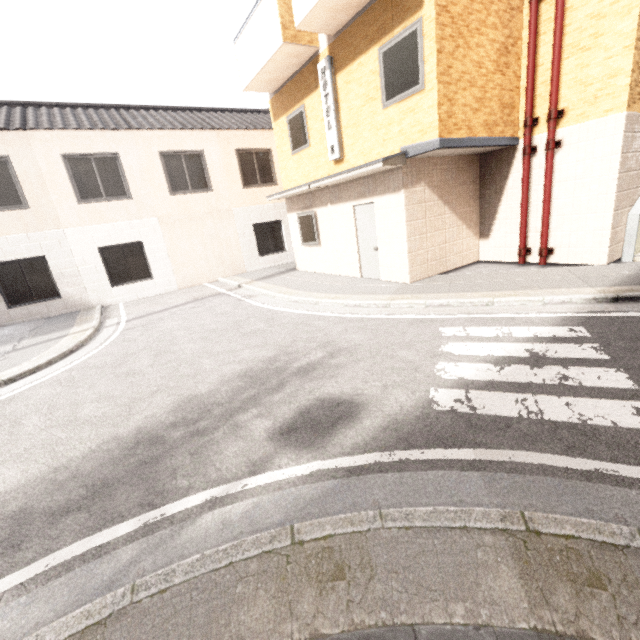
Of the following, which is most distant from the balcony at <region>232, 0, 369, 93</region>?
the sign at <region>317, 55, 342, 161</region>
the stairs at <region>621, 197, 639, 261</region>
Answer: the stairs at <region>621, 197, 639, 261</region>

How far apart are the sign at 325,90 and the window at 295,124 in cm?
107

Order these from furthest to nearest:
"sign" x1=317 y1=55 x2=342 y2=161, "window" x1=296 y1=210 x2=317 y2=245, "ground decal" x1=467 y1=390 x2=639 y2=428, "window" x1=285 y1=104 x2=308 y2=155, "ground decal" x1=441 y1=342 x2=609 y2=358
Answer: "window" x1=296 y1=210 x2=317 y2=245
"window" x1=285 y1=104 x2=308 y2=155
"sign" x1=317 y1=55 x2=342 y2=161
"ground decal" x1=441 y1=342 x2=609 y2=358
"ground decal" x1=467 y1=390 x2=639 y2=428

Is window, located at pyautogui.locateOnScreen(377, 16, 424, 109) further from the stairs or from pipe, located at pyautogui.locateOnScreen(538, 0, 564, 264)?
the stairs

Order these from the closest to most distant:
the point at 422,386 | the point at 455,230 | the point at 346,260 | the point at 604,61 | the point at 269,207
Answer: the point at 422,386 → the point at 604,61 → the point at 455,230 → the point at 346,260 → the point at 269,207

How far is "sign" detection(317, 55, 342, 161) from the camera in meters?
8.2 m

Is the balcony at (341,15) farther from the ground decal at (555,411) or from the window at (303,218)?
the ground decal at (555,411)

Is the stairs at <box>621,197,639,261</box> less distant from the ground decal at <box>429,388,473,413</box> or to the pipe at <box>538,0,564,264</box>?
the pipe at <box>538,0,564,264</box>
